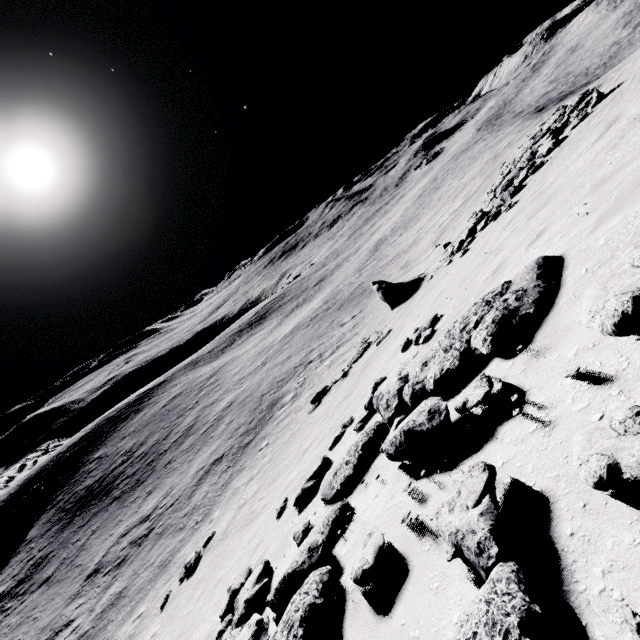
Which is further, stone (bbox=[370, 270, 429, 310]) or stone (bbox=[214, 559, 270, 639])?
stone (bbox=[370, 270, 429, 310])

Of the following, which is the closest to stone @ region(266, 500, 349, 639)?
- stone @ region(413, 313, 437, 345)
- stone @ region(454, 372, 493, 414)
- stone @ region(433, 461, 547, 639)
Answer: stone @ region(433, 461, 547, 639)

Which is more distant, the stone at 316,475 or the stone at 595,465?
the stone at 316,475

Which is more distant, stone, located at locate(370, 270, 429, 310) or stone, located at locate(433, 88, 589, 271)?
stone, located at locate(370, 270, 429, 310)

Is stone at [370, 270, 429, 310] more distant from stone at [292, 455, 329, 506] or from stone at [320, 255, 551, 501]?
stone at [320, 255, 551, 501]

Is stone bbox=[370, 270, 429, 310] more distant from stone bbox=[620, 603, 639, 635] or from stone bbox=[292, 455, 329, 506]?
stone bbox=[620, 603, 639, 635]

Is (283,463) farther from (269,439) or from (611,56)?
(611,56)

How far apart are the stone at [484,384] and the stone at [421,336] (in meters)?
5.32
